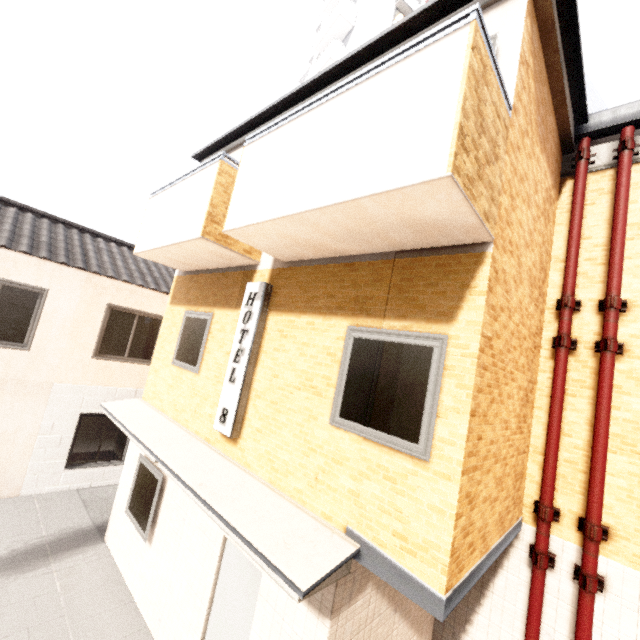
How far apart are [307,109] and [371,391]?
3.15m

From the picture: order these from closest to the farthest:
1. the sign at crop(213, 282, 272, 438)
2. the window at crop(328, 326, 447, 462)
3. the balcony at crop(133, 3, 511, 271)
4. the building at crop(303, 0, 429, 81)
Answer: the balcony at crop(133, 3, 511, 271)
the window at crop(328, 326, 447, 462)
the sign at crop(213, 282, 272, 438)
the building at crop(303, 0, 429, 81)

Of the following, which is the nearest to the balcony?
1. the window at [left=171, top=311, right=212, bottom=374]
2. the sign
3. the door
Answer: the sign

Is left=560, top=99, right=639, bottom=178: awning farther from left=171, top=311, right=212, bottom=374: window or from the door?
the door

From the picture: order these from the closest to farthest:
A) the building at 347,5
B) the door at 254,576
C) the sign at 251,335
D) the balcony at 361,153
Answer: the balcony at 361,153 < the door at 254,576 < the sign at 251,335 < the building at 347,5

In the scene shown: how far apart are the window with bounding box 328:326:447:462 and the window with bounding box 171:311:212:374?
3.1 meters

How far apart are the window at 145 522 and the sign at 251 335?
1.74m

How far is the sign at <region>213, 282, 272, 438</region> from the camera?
4.7 meters
